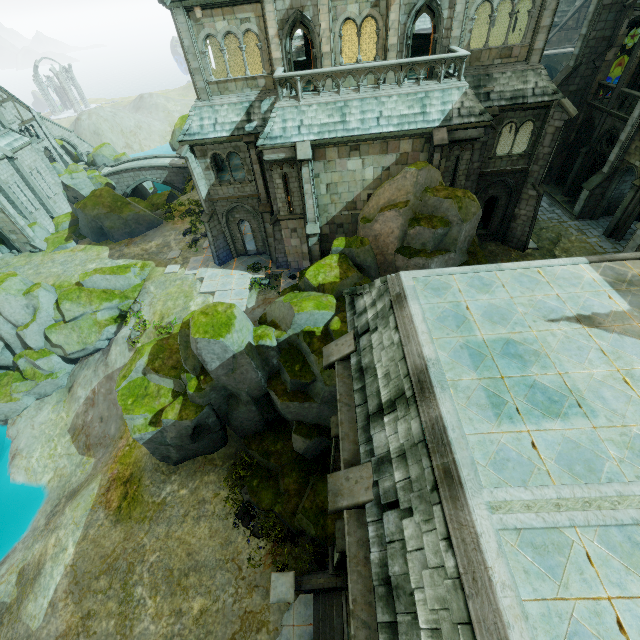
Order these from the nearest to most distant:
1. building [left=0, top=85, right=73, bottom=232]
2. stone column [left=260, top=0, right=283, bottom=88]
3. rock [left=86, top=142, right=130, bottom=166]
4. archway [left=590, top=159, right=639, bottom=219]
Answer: stone column [left=260, top=0, right=283, bottom=88], archway [left=590, top=159, right=639, bottom=219], building [left=0, top=85, right=73, bottom=232], rock [left=86, top=142, right=130, bottom=166]

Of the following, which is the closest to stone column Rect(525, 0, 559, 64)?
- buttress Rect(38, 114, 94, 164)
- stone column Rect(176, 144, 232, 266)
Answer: stone column Rect(176, 144, 232, 266)

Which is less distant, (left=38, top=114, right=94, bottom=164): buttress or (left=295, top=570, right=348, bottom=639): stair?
(left=295, top=570, right=348, bottom=639): stair

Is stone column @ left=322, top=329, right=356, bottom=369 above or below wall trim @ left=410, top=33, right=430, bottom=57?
below

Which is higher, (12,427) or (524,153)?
(524,153)

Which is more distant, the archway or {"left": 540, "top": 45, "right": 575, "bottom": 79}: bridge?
{"left": 540, "top": 45, "right": 575, "bottom": 79}: bridge

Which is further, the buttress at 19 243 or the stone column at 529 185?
the buttress at 19 243

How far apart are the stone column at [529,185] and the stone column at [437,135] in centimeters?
658cm
